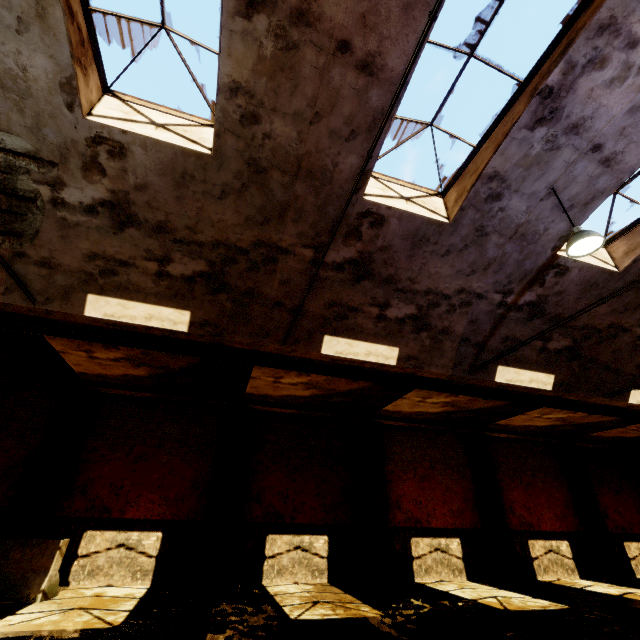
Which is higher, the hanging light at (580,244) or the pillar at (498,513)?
the hanging light at (580,244)

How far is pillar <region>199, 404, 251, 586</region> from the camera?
8.9 meters

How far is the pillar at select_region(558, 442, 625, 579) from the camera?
12.5m

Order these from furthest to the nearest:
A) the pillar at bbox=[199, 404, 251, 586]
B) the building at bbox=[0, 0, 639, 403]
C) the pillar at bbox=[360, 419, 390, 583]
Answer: the pillar at bbox=[360, 419, 390, 583], the pillar at bbox=[199, 404, 251, 586], the building at bbox=[0, 0, 639, 403]

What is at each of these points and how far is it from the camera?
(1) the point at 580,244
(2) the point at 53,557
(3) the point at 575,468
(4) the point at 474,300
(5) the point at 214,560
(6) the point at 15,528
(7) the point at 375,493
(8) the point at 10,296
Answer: (1) hanging light, 5.61m
(2) concrete barricade, 7.19m
(3) pillar, 14.26m
(4) building, 8.11m
(5) pillar, 9.03m
(6) pillar, 8.20m
(7) pillar, 11.22m
(8) building, 6.16m

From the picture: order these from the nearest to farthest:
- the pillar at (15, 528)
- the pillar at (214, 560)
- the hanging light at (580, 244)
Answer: the hanging light at (580, 244) < the pillar at (15, 528) < the pillar at (214, 560)

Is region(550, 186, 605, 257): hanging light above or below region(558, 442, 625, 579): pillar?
above

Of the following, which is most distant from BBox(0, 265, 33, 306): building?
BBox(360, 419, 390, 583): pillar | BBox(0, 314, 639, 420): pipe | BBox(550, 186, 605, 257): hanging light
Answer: BBox(360, 419, 390, 583): pillar
